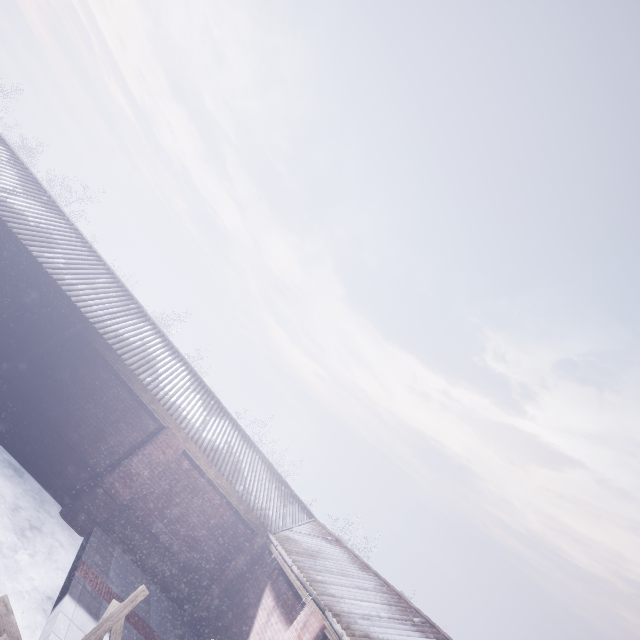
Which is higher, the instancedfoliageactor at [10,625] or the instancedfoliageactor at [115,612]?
the instancedfoliageactor at [115,612]

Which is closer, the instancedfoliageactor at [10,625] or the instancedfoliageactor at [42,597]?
the instancedfoliageactor at [10,625]

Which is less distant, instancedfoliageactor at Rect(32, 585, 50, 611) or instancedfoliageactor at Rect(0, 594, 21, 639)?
instancedfoliageactor at Rect(0, 594, 21, 639)

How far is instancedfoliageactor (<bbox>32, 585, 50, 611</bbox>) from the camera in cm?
425

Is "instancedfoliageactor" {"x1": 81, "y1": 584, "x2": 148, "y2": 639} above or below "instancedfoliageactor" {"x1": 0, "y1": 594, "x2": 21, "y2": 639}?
above

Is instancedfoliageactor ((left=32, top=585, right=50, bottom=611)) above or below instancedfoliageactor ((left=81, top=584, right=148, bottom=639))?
below

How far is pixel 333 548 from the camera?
7.7m
